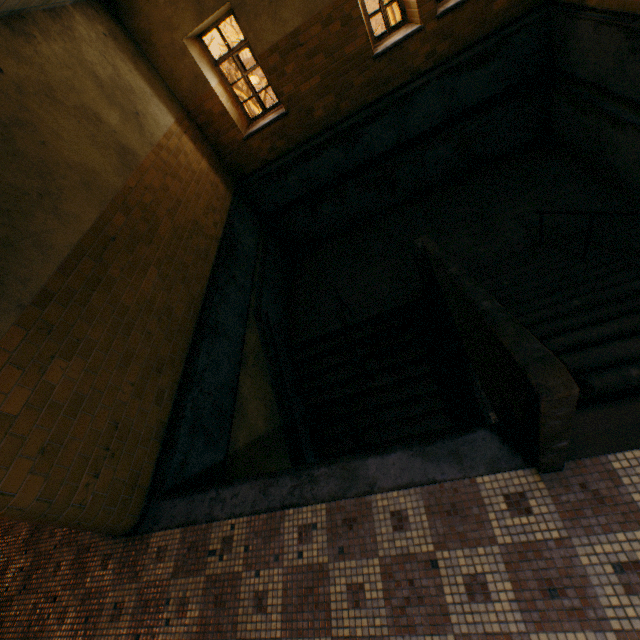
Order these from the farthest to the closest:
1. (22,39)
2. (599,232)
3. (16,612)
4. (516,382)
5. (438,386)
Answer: (438,386) < (599,232) < (22,39) < (16,612) < (516,382)
